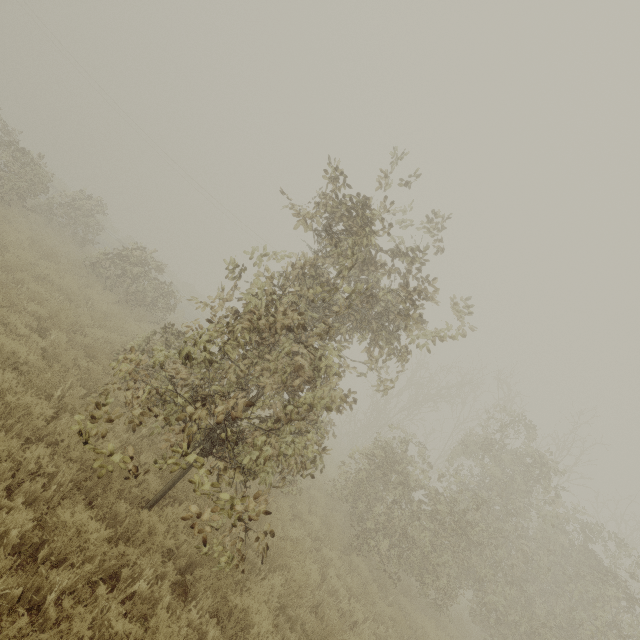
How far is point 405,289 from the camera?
4.9 meters
